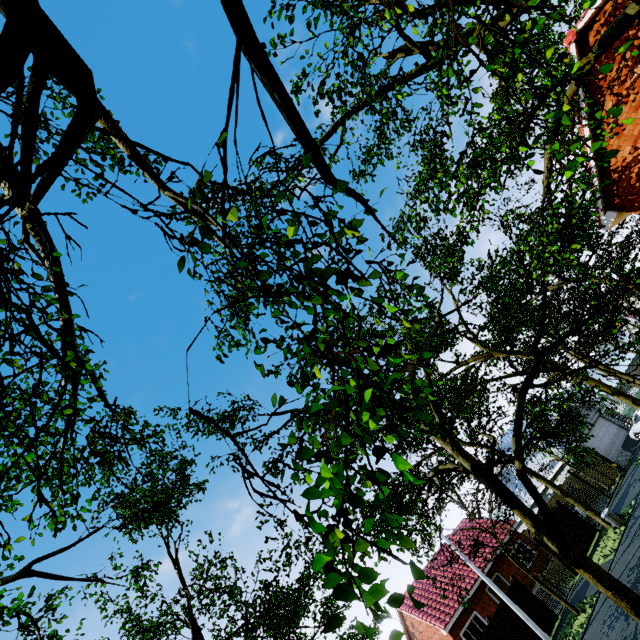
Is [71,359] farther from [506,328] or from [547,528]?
[506,328]

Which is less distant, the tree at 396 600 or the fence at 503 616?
the tree at 396 600

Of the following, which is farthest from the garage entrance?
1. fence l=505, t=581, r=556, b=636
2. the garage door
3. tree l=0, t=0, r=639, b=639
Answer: fence l=505, t=581, r=556, b=636

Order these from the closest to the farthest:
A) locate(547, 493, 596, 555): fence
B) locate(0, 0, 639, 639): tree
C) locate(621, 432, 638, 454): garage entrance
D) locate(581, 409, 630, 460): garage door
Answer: locate(0, 0, 639, 639): tree, locate(547, 493, 596, 555): fence, locate(621, 432, 638, 454): garage entrance, locate(581, 409, 630, 460): garage door

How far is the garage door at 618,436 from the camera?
28.8m

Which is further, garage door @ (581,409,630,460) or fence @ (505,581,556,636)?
garage door @ (581,409,630,460)

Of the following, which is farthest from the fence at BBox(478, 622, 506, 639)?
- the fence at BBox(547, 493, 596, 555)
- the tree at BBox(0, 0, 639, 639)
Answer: the fence at BBox(547, 493, 596, 555)

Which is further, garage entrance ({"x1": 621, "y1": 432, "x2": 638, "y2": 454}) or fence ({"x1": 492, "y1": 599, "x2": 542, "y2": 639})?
garage entrance ({"x1": 621, "y1": 432, "x2": 638, "y2": 454})
